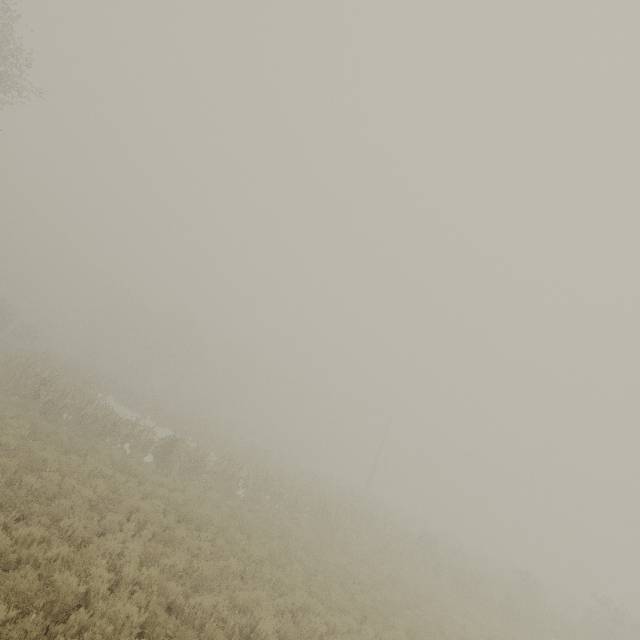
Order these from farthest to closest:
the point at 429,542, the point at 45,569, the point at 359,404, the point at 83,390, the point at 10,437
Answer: the point at 359,404, the point at 429,542, the point at 83,390, the point at 10,437, the point at 45,569

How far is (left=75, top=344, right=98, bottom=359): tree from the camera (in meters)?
52.08

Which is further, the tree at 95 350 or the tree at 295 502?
the tree at 95 350

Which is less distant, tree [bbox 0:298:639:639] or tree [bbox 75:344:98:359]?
tree [bbox 0:298:639:639]

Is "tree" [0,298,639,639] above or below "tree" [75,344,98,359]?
below

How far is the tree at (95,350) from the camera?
52.08m
